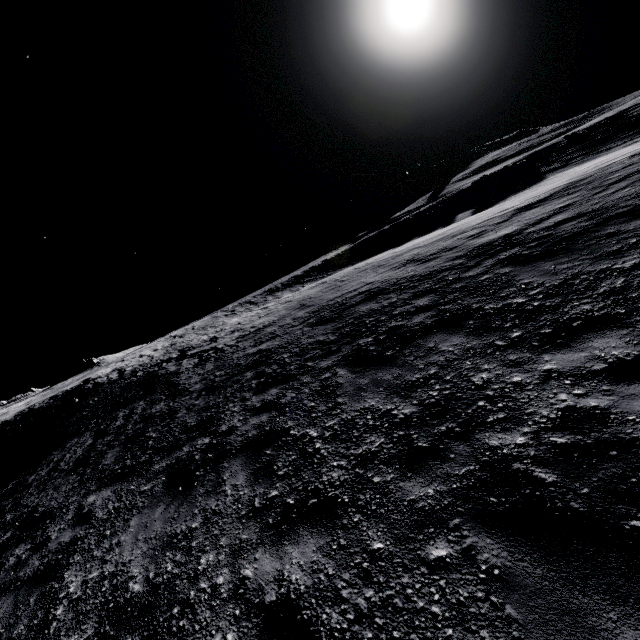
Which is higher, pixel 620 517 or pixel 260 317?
pixel 260 317
